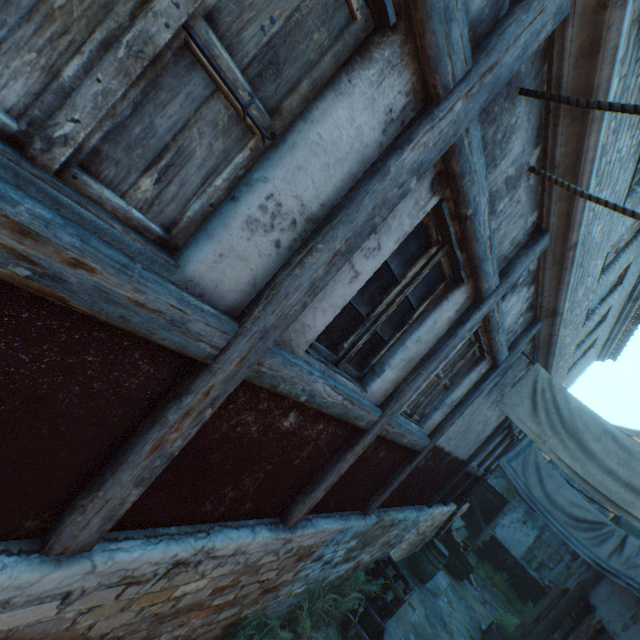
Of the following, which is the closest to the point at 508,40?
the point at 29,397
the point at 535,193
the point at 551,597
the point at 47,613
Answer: the point at 535,193

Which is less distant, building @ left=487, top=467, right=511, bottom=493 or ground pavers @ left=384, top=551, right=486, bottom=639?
ground pavers @ left=384, top=551, right=486, bottom=639

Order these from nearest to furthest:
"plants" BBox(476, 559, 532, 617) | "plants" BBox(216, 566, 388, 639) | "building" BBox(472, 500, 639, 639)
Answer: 1. "plants" BBox(216, 566, 388, 639)
2. "building" BBox(472, 500, 639, 639)
3. "plants" BBox(476, 559, 532, 617)

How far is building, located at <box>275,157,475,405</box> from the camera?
1.9 meters

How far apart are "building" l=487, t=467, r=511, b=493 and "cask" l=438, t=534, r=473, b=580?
20.9 meters

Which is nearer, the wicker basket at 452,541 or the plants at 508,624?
the plants at 508,624

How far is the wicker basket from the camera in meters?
11.6 m

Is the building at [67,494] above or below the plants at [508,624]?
above
